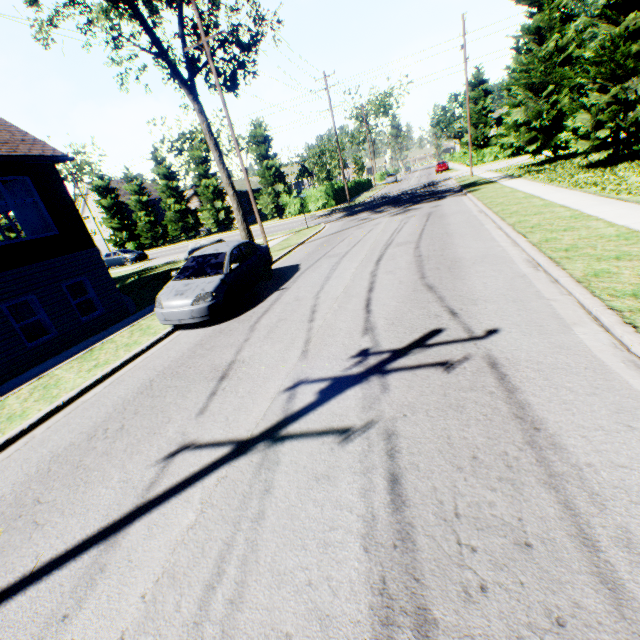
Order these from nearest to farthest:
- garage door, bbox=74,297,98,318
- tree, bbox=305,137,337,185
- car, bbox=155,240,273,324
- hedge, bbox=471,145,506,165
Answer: car, bbox=155,240,273,324, garage door, bbox=74,297,98,318, tree, bbox=305,137,337,185, hedge, bbox=471,145,506,165

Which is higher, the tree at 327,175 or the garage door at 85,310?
the tree at 327,175

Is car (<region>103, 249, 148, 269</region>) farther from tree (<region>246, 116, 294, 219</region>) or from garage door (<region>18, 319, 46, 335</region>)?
garage door (<region>18, 319, 46, 335</region>)

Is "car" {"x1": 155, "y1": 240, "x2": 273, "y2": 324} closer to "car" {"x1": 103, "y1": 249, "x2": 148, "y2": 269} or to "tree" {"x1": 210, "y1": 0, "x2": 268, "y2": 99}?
"tree" {"x1": 210, "y1": 0, "x2": 268, "y2": 99}

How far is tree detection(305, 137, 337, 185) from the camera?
42.81m

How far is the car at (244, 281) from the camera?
8.0m

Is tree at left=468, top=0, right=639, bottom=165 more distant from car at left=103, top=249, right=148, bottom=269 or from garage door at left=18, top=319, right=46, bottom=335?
car at left=103, top=249, right=148, bottom=269

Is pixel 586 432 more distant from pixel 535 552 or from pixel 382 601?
pixel 382 601
